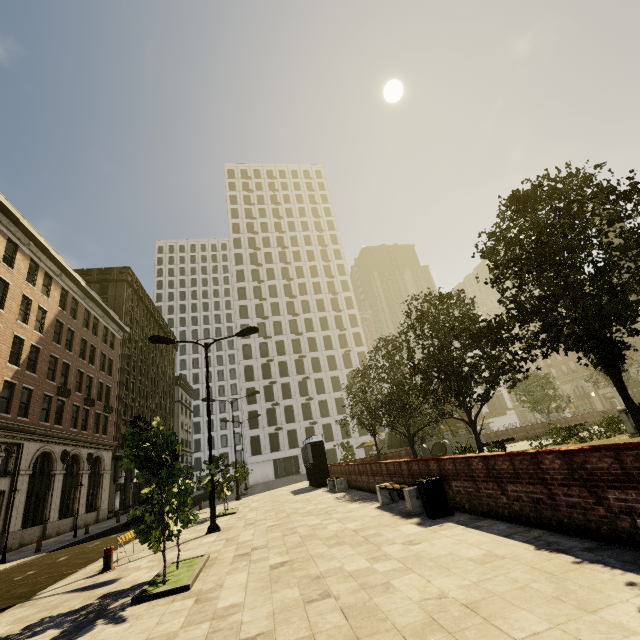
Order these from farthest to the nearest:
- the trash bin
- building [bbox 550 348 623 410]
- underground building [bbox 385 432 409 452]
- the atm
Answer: building [bbox 550 348 623 410] < underground building [bbox 385 432 409 452] < the atm < the trash bin

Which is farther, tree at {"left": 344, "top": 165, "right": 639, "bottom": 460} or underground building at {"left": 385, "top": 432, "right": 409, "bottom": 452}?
Result: underground building at {"left": 385, "top": 432, "right": 409, "bottom": 452}

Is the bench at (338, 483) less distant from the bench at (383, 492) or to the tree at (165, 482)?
the tree at (165, 482)

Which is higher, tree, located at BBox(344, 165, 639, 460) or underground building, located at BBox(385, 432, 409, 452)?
tree, located at BBox(344, 165, 639, 460)

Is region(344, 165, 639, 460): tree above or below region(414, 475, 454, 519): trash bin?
above

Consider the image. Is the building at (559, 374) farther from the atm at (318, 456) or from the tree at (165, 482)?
the atm at (318, 456)

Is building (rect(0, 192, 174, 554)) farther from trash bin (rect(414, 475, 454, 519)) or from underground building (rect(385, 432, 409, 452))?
underground building (rect(385, 432, 409, 452))

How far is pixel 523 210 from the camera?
9.1 meters
